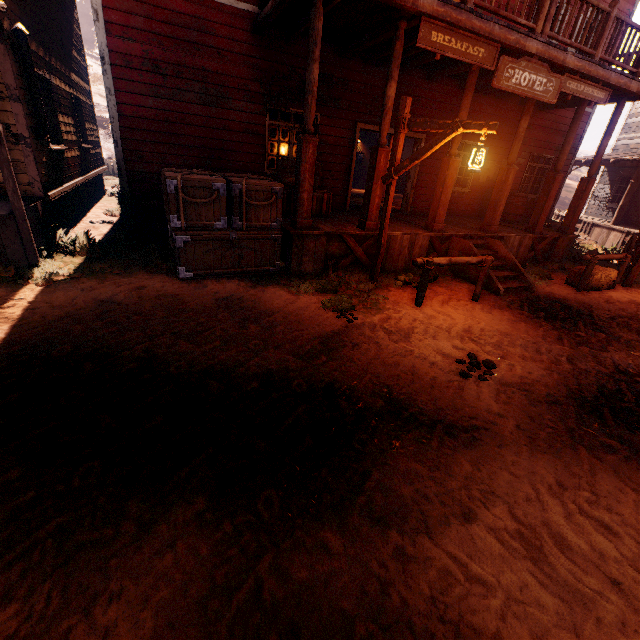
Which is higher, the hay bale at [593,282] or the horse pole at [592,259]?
the horse pole at [592,259]

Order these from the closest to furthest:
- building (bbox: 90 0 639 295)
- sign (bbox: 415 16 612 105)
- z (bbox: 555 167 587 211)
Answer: sign (bbox: 415 16 612 105)
building (bbox: 90 0 639 295)
z (bbox: 555 167 587 211)

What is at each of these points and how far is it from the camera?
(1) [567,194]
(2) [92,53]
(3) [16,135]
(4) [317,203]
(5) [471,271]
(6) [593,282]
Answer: (1) z, 35.8 meters
(2) z, 34.0 meters
(3) building, 6.2 meters
(4) wooden box, 8.1 meters
(5) building, 7.7 meters
(6) hay bale, 8.1 meters

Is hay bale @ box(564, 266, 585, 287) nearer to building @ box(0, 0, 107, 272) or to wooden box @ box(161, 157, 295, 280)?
building @ box(0, 0, 107, 272)

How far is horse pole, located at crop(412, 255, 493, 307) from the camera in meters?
5.7 m

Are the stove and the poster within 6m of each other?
no

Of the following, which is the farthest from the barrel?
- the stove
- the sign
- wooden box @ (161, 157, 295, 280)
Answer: the stove

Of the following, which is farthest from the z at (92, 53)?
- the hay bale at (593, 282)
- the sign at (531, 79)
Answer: the sign at (531, 79)
